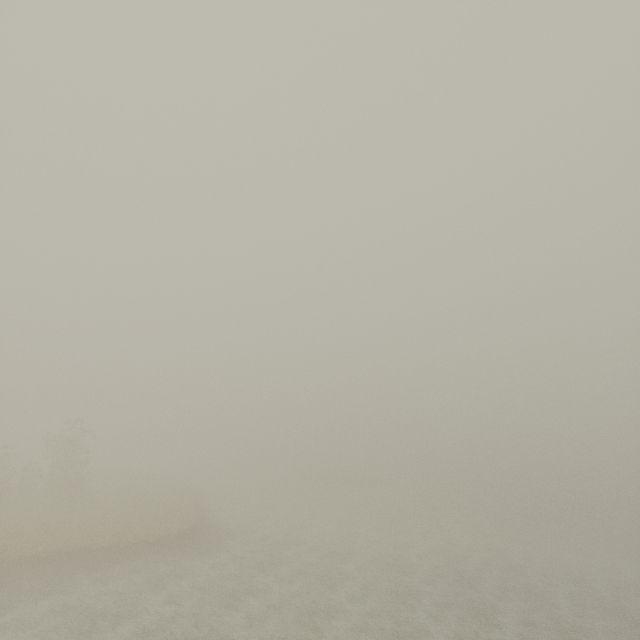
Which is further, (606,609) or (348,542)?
(348,542)
